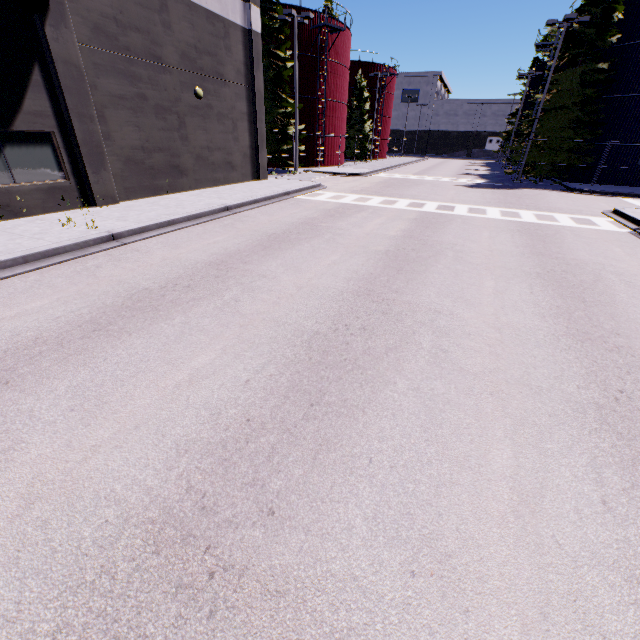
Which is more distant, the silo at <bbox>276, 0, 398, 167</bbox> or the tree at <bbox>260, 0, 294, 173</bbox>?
the silo at <bbox>276, 0, 398, 167</bbox>

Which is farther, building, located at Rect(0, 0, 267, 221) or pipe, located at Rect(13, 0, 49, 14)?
building, located at Rect(0, 0, 267, 221)

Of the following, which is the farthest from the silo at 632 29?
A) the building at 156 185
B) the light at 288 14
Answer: the light at 288 14

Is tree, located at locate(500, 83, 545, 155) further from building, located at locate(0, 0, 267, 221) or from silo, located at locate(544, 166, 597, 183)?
building, located at locate(0, 0, 267, 221)

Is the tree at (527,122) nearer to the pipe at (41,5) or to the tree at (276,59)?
the pipe at (41,5)

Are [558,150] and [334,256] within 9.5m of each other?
no

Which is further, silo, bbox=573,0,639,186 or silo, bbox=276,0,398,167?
silo, bbox=276,0,398,167

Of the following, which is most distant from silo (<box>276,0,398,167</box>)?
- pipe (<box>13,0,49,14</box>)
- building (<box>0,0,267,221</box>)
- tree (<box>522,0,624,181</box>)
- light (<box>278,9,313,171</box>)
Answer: pipe (<box>13,0,49,14</box>)
